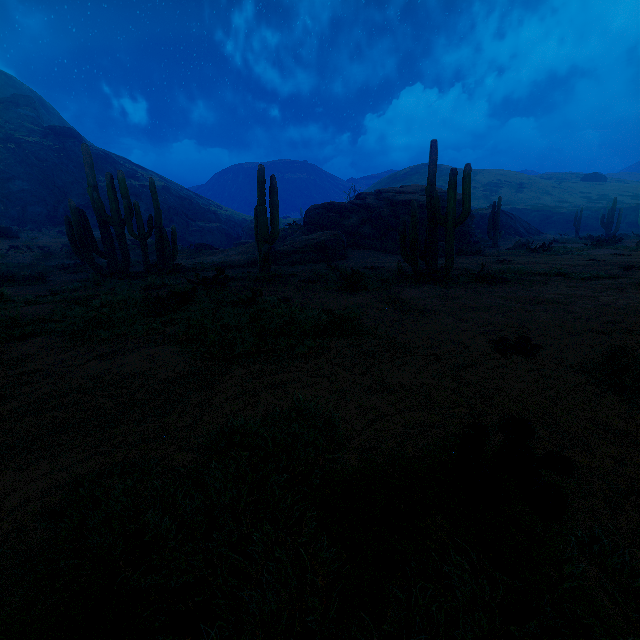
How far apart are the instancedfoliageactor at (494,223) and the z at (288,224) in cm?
1377

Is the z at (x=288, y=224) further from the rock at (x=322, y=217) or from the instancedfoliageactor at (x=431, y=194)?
the instancedfoliageactor at (x=431, y=194)

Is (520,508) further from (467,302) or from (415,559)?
(467,302)

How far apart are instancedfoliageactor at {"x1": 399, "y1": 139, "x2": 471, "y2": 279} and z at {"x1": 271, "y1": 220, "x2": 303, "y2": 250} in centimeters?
1573cm

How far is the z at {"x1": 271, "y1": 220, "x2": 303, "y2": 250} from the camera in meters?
24.6 m

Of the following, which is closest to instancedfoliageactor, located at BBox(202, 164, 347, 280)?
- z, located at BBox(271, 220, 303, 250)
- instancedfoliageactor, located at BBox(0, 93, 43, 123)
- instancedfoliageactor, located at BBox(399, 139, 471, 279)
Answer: instancedfoliageactor, located at BBox(399, 139, 471, 279)

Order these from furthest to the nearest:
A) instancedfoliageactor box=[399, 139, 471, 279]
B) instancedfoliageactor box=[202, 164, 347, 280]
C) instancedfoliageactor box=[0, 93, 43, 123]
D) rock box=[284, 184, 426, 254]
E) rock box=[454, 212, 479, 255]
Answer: instancedfoliageactor box=[0, 93, 43, 123], rock box=[284, 184, 426, 254], rock box=[454, 212, 479, 255], instancedfoliageactor box=[202, 164, 347, 280], instancedfoliageactor box=[399, 139, 471, 279]

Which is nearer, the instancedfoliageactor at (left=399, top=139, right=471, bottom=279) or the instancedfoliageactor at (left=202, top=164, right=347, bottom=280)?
the instancedfoliageactor at (left=399, top=139, right=471, bottom=279)
